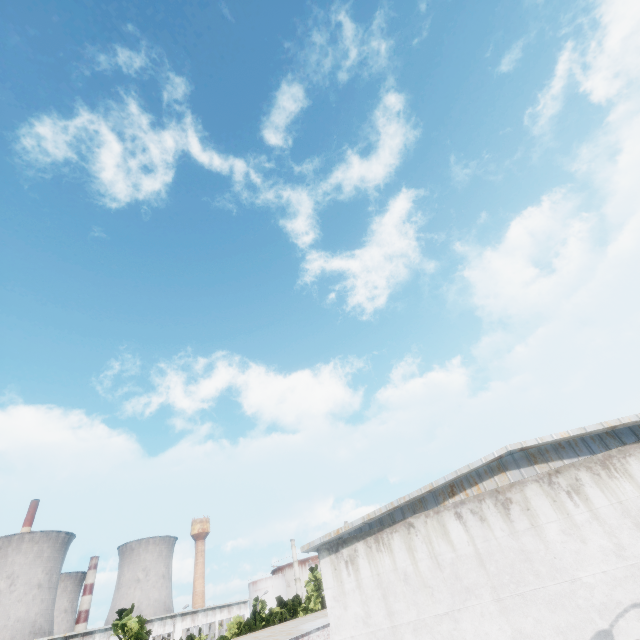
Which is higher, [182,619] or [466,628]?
[182,619]
